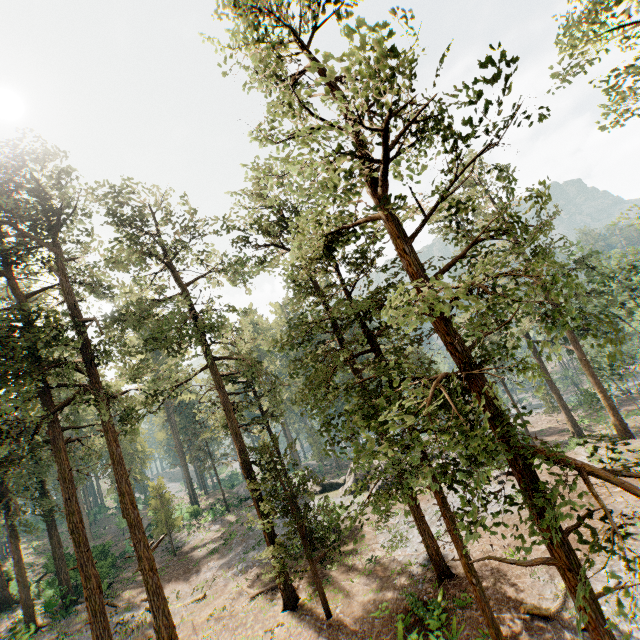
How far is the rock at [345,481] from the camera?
33.0m

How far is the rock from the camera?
33.03m

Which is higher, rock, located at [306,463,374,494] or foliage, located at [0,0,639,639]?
foliage, located at [0,0,639,639]

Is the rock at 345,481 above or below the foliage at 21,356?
below

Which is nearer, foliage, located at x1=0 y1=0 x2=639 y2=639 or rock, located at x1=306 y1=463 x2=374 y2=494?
foliage, located at x1=0 y1=0 x2=639 y2=639

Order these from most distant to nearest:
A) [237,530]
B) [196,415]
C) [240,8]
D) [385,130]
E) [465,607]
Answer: [196,415]
[237,530]
[465,607]
[240,8]
[385,130]
